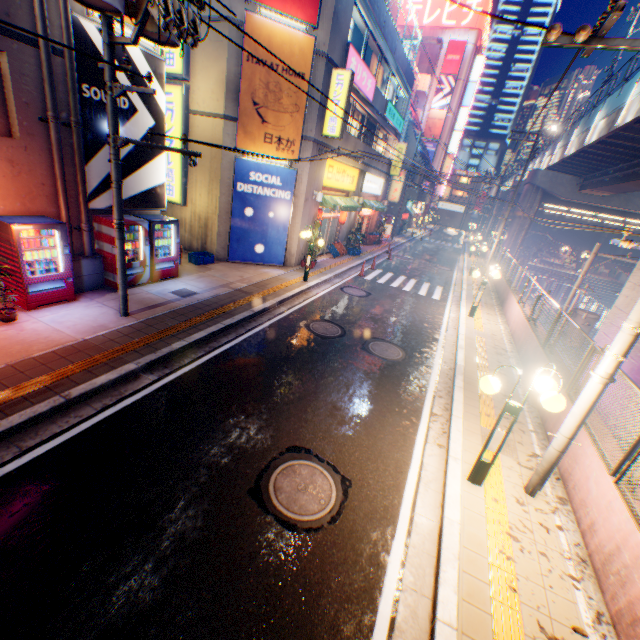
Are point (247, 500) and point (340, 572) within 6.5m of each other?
yes

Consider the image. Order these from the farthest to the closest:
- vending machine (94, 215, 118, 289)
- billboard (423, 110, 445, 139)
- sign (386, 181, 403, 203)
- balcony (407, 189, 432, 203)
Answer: billboard (423, 110, 445, 139) < balcony (407, 189, 432, 203) < sign (386, 181, 403, 203) < vending machine (94, 215, 118, 289)

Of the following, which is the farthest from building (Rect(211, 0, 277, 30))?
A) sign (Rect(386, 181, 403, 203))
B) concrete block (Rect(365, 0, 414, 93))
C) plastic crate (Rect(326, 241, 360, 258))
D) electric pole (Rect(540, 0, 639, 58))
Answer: sign (Rect(386, 181, 403, 203))

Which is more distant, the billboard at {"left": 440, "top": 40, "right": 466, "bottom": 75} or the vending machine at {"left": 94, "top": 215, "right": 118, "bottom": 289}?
the billboard at {"left": 440, "top": 40, "right": 466, "bottom": 75}

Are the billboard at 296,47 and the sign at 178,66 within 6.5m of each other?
yes

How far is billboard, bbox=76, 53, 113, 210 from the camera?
7.91m

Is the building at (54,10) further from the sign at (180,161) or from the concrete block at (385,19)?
the concrete block at (385,19)

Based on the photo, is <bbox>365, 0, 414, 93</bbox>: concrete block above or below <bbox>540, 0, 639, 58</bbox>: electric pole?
above
